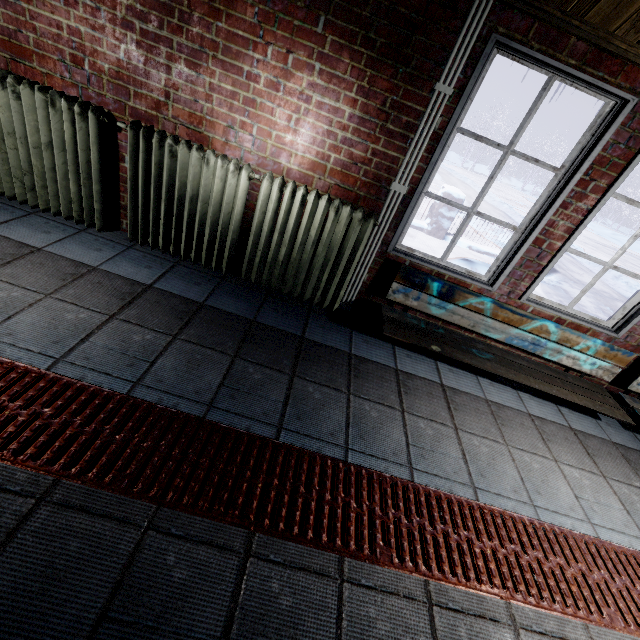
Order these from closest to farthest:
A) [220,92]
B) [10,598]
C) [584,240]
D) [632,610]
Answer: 1. [10,598]
2. [632,610]
3. [220,92]
4. [584,240]

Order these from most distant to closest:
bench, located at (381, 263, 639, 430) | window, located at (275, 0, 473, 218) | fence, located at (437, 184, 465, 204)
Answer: fence, located at (437, 184, 465, 204) < bench, located at (381, 263, 639, 430) < window, located at (275, 0, 473, 218)

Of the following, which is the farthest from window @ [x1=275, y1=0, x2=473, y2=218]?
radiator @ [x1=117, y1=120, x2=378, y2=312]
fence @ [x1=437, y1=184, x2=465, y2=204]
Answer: fence @ [x1=437, y1=184, x2=465, y2=204]

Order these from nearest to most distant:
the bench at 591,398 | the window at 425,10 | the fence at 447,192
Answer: the window at 425,10
the bench at 591,398
the fence at 447,192

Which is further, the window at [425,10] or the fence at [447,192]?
the fence at [447,192]

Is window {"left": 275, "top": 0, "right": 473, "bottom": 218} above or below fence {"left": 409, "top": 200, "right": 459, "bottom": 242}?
above

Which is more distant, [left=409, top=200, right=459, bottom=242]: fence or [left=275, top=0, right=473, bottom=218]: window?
[left=409, top=200, right=459, bottom=242]: fence
